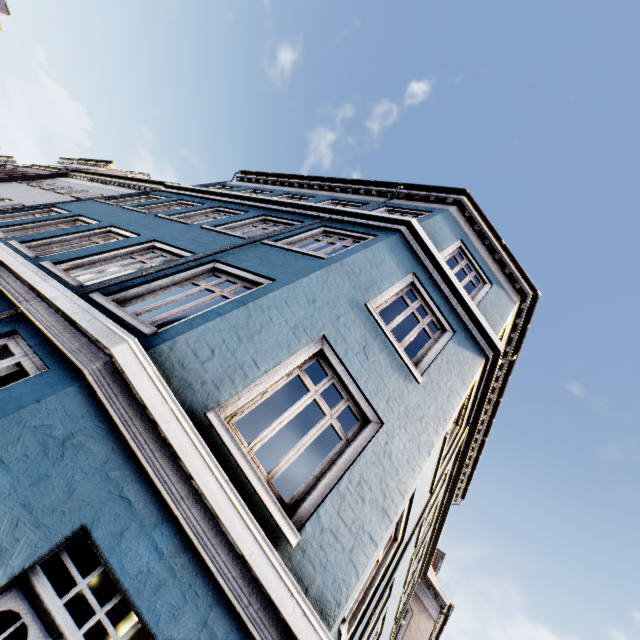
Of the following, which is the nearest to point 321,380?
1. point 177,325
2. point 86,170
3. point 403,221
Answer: point 403,221
